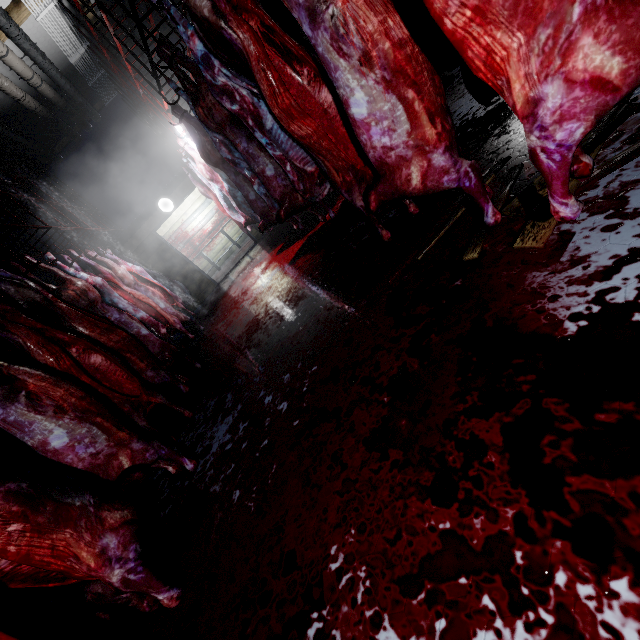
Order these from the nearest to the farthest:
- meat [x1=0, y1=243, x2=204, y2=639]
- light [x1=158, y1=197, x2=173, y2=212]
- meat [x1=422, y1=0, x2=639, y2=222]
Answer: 1. meat [x1=422, y1=0, x2=639, y2=222]
2. meat [x1=0, y1=243, x2=204, y2=639]
3. light [x1=158, y1=197, x2=173, y2=212]

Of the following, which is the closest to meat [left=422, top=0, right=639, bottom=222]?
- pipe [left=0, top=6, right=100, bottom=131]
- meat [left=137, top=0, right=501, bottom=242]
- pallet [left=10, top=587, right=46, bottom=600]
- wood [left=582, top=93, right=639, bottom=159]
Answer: wood [left=582, top=93, right=639, bottom=159]

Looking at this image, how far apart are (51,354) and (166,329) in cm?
269

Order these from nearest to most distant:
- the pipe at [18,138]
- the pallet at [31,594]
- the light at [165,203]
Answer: the pallet at [31,594] → the pipe at [18,138] → the light at [165,203]

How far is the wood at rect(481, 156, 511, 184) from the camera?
1.9 meters

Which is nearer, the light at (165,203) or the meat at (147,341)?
the meat at (147,341)
